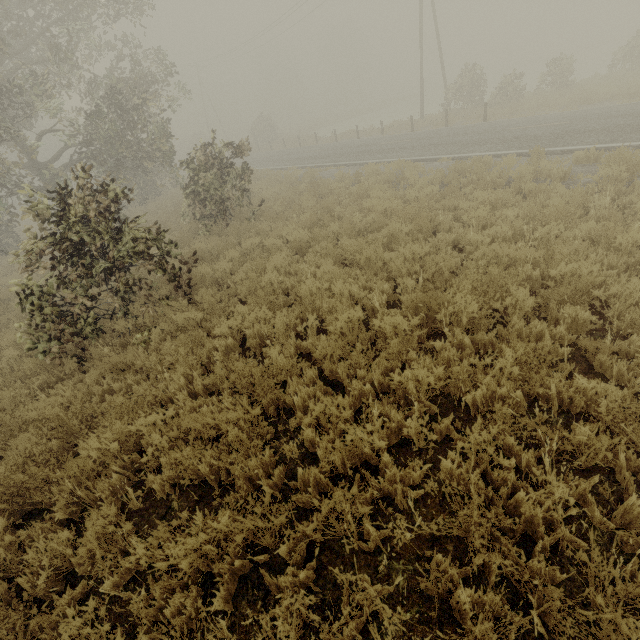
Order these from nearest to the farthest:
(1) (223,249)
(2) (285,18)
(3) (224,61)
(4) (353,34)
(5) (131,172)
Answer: (1) (223,249) → (5) (131,172) → (2) (285,18) → (3) (224,61) → (4) (353,34)
